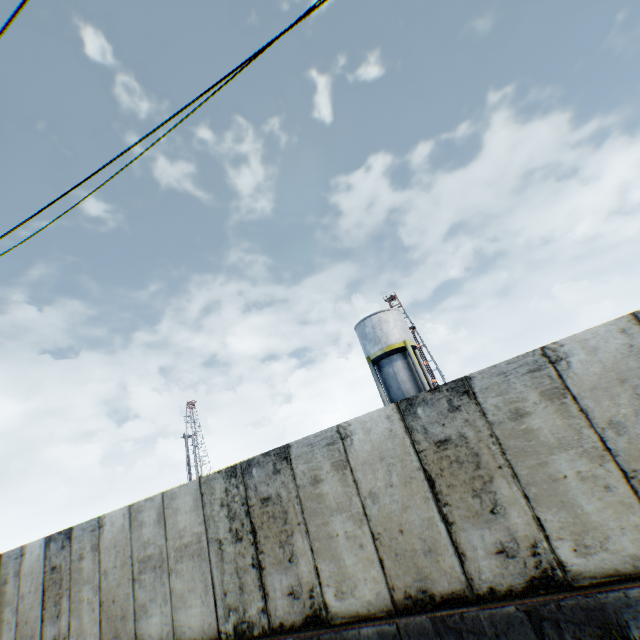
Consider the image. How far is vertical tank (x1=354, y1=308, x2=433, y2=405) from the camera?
23.22m

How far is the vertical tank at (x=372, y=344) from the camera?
23.2 meters

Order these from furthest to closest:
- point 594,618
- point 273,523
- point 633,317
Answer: point 273,523
point 633,317
point 594,618
